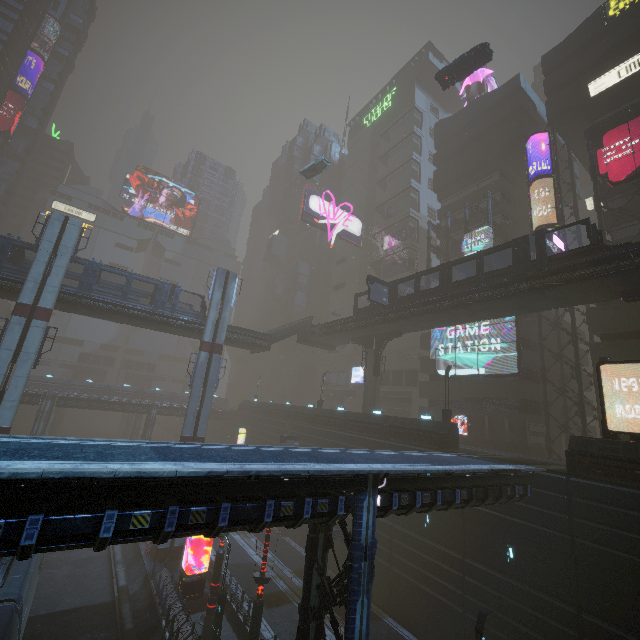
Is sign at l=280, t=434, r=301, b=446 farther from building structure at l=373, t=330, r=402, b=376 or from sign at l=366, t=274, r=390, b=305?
sign at l=366, t=274, r=390, b=305

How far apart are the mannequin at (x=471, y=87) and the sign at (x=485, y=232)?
22.45m

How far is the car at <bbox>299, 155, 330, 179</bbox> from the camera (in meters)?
39.69

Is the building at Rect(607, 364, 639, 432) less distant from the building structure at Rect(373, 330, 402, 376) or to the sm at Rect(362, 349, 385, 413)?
the building structure at Rect(373, 330, 402, 376)

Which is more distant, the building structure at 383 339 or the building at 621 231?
the building structure at 383 339

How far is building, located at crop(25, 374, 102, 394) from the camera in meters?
55.0 m

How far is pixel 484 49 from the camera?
25.92m

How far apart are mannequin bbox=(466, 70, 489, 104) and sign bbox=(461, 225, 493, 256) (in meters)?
22.45
